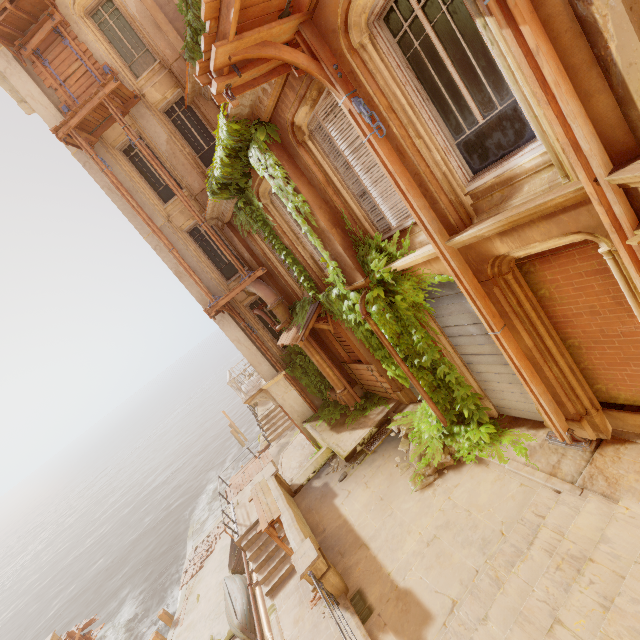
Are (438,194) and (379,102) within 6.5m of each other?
yes

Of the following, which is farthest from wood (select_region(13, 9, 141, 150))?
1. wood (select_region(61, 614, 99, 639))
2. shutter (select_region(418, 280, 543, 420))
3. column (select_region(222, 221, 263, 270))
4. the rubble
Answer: wood (select_region(61, 614, 99, 639))

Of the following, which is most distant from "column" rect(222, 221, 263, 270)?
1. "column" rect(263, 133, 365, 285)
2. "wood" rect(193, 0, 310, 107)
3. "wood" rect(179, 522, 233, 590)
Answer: "wood" rect(179, 522, 233, 590)

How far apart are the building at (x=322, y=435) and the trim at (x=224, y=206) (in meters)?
8.39

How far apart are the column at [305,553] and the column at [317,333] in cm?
508

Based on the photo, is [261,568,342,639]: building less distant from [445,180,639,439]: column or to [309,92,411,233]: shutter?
[445,180,639,439]: column

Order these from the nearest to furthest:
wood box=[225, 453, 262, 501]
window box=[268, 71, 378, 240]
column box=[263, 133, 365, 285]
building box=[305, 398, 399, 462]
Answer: window box=[268, 71, 378, 240] → column box=[263, 133, 365, 285] → building box=[305, 398, 399, 462] → wood box=[225, 453, 262, 501]

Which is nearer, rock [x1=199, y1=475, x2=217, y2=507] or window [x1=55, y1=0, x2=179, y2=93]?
window [x1=55, y1=0, x2=179, y2=93]
